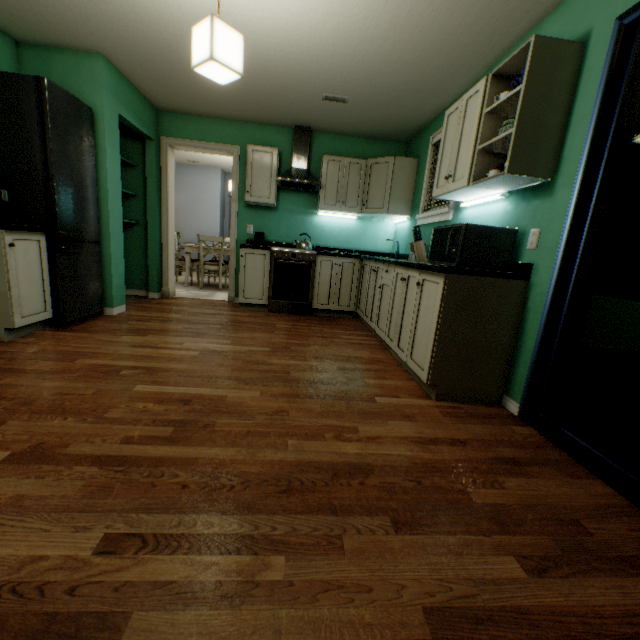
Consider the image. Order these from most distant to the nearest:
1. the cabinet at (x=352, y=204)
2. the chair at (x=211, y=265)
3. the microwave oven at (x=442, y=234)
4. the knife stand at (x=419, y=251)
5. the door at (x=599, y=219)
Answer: the chair at (x=211, y=265) → the cabinet at (x=352, y=204) → the knife stand at (x=419, y=251) → the microwave oven at (x=442, y=234) → the door at (x=599, y=219)

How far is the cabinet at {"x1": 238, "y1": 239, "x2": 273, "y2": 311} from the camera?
4.2 meters

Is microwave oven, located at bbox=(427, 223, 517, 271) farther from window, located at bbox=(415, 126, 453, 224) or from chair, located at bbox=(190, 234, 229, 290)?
chair, located at bbox=(190, 234, 229, 290)

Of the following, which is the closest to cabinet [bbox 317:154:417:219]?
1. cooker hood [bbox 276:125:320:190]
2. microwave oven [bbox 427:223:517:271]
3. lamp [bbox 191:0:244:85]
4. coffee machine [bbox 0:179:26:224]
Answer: cooker hood [bbox 276:125:320:190]

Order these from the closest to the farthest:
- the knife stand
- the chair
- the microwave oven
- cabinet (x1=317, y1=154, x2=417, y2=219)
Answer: the microwave oven < the knife stand < cabinet (x1=317, y1=154, x2=417, y2=219) < the chair

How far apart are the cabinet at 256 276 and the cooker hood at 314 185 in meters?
0.8 m

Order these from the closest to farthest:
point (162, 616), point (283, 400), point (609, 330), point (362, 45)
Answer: point (162, 616)
point (283, 400)
point (362, 45)
point (609, 330)

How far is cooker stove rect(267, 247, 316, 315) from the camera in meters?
4.2 m
